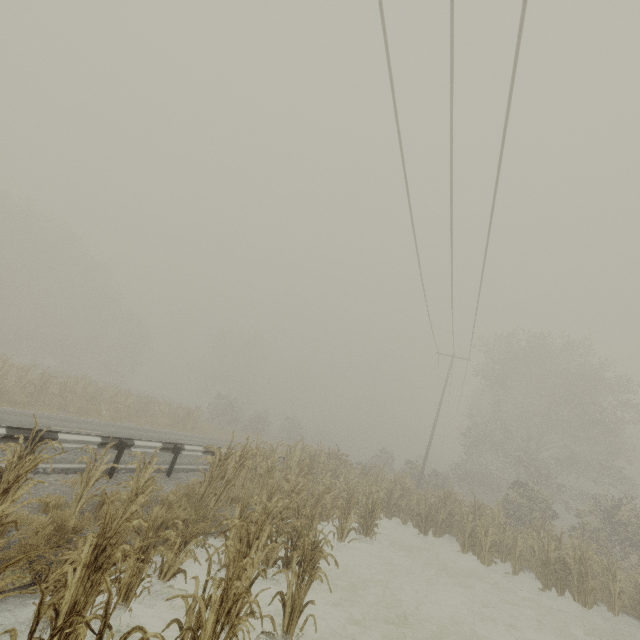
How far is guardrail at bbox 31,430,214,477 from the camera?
7.12m

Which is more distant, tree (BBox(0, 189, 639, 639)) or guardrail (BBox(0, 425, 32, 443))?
guardrail (BBox(0, 425, 32, 443))

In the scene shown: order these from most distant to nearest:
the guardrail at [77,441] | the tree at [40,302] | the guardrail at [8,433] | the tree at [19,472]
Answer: the guardrail at [77,441], the guardrail at [8,433], the tree at [40,302], the tree at [19,472]

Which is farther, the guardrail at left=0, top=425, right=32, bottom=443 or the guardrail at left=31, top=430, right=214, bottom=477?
the guardrail at left=31, top=430, right=214, bottom=477

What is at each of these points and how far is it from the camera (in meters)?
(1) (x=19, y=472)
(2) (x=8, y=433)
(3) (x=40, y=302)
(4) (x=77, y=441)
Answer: (1) tree, 4.48
(2) guardrail, 6.24
(3) tree, 40.44
(4) guardrail, 7.43

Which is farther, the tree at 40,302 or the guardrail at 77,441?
the guardrail at 77,441

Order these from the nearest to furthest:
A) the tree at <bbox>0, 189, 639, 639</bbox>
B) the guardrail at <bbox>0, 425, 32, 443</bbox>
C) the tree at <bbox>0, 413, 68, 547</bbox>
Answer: the tree at <bbox>0, 413, 68, 547</bbox> < the tree at <bbox>0, 189, 639, 639</bbox> < the guardrail at <bbox>0, 425, 32, 443</bbox>
